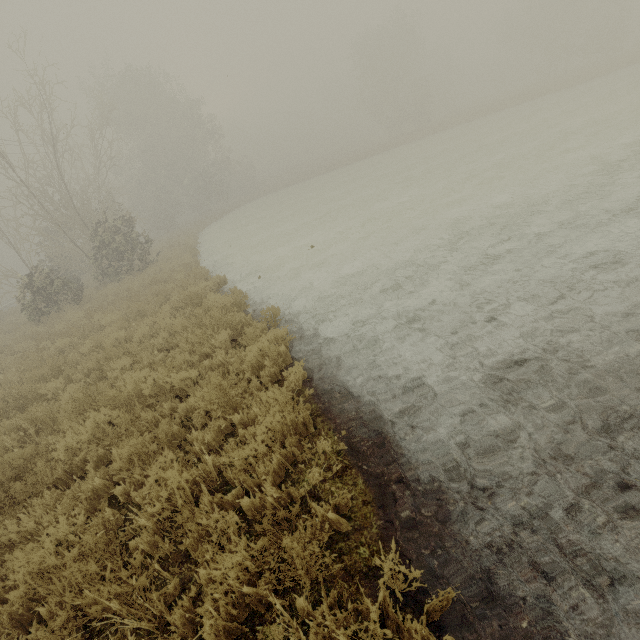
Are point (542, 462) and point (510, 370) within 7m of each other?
yes
